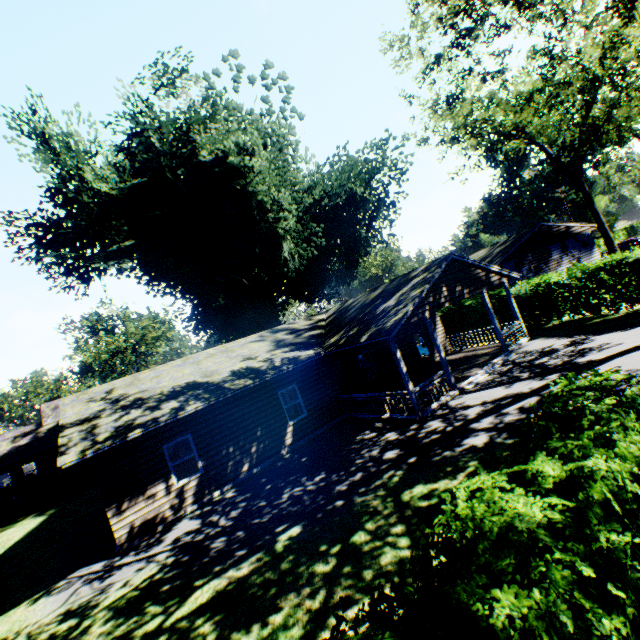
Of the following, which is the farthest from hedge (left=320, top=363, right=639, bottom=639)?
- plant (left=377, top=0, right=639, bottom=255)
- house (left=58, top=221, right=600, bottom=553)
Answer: house (left=58, top=221, right=600, bottom=553)

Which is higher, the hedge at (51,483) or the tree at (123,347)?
the tree at (123,347)

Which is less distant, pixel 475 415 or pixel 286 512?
pixel 286 512

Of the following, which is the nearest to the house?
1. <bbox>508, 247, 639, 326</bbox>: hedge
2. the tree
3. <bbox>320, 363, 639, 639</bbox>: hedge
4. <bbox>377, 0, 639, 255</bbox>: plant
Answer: <bbox>377, 0, 639, 255</bbox>: plant

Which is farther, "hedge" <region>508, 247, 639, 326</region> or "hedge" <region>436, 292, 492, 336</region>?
"hedge" <region>436, 292, 492, 336</region>

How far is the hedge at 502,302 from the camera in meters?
21.2

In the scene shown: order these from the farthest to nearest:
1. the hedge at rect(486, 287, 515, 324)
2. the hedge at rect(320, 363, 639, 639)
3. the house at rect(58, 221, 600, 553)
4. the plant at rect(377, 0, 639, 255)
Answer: the hedge at rect(486, 287, 515, 324)
the plant at rect(377, 0, 639, 255)
the house at rect(58, 221, 600, 553)
the hedge at rect(320, 363, 639, 639)

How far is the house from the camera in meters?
11.1 m
